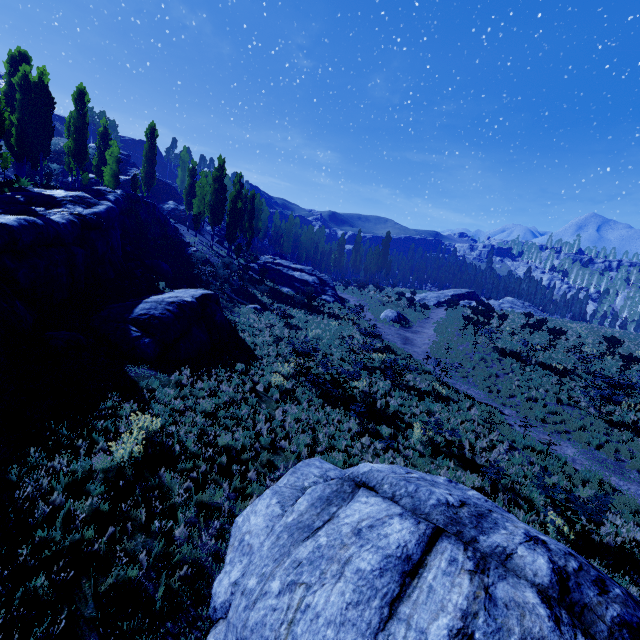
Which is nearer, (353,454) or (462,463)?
(353,454)

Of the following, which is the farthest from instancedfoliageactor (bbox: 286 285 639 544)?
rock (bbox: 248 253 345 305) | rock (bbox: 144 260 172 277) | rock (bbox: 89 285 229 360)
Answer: rock (bbox: 144 260 172 277)

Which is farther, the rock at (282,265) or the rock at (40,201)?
the rock at (282,265)

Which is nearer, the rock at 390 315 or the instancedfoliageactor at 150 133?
the rock at 390 315

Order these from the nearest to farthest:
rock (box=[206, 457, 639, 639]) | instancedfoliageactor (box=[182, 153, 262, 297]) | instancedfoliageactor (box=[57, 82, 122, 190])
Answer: rock (box=[206, 457, 639, 639])
instancedfoliageactor (box=[182, 153, 262, 297])
instancedfoliageactor (box=[57, 82, 122, 190])

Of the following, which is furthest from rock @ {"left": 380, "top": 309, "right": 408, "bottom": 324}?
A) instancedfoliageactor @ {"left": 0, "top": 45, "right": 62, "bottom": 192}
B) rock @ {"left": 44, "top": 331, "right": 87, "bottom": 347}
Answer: rock @ {"left": 44, "top": 331, "right": 87, "bottom": 347}

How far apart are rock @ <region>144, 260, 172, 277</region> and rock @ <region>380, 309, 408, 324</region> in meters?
20.7 m

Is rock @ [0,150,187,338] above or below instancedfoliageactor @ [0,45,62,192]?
below
